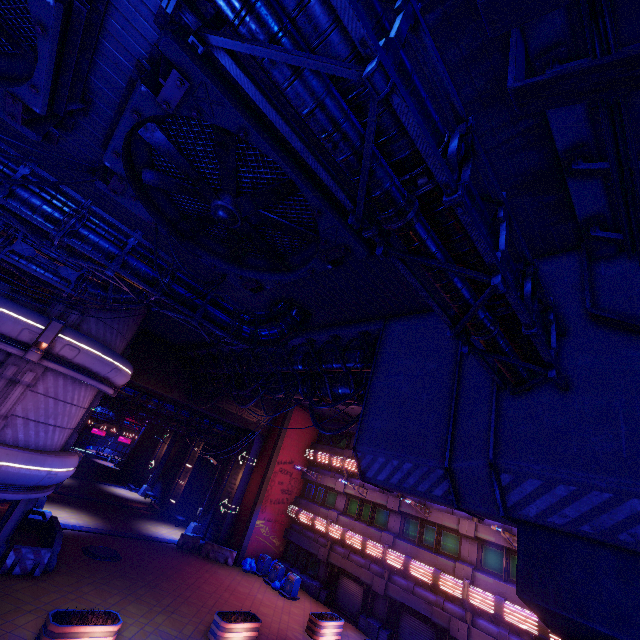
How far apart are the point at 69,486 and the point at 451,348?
36.8 meters

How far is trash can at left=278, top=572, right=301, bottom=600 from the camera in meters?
21.0 m

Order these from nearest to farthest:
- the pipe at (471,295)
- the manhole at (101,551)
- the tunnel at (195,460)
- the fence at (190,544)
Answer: the pipe at (471,295) < the manhole at (101,551) < the fence at (190,544) < the tunnel at (195,460)

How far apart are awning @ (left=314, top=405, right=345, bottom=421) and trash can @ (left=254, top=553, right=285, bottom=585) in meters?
11.1

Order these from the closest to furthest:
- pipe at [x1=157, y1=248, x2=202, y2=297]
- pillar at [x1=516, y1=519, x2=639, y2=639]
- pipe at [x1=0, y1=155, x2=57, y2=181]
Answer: pillar at [x1=516, y1=519, x2=639, y2=639] < pipe at [x1=0, y1=155, x2=57, y2=181] < pipe at [x1=157, y1=248, x2=202, y2=297]

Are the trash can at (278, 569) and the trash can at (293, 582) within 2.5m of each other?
yes

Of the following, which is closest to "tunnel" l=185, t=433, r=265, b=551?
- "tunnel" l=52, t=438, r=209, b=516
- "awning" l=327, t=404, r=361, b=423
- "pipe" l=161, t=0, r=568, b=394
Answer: "tunnel" l=52, t=438, r=209, b=516

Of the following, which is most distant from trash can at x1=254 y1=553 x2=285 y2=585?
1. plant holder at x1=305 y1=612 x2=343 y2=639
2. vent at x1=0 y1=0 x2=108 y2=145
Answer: vent at x1=0 y1=0 x2=108 y2=145
